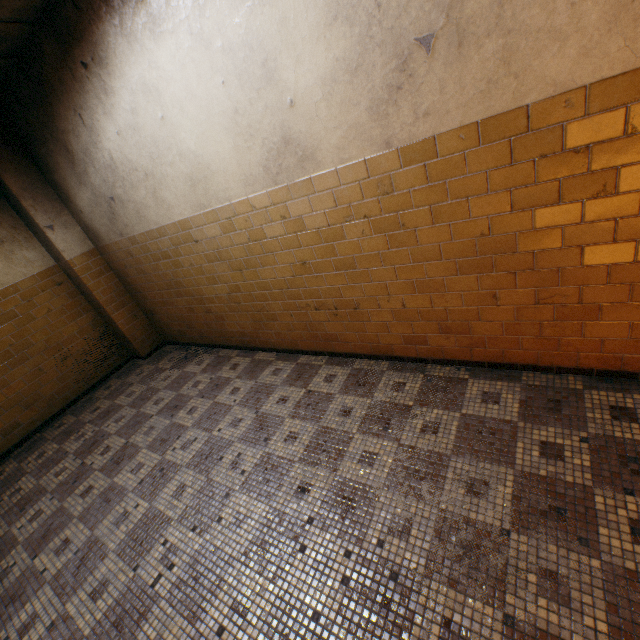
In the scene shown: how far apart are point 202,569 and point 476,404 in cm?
242
